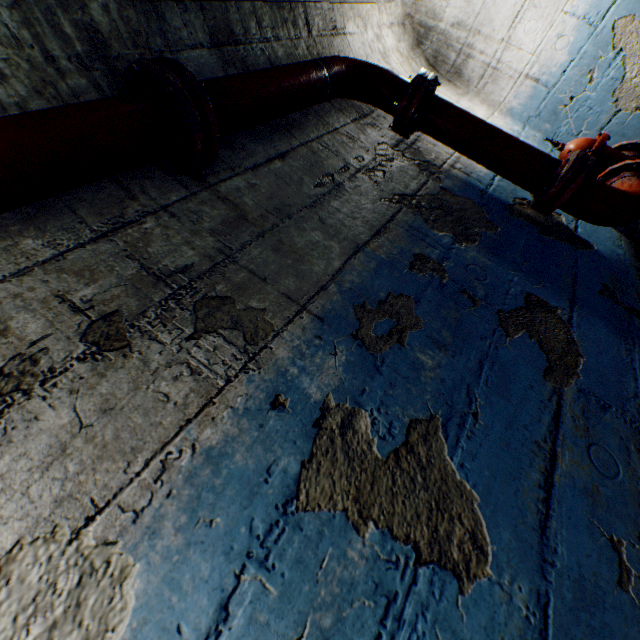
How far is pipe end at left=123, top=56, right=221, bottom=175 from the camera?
1.1 meters

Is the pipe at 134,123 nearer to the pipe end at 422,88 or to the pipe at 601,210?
the pipe end at 422,88

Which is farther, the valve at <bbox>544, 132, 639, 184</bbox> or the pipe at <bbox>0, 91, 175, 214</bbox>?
the valve at <bbox>544, 132, 639, 184</bbox>

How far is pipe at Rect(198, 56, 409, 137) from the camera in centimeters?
137cm

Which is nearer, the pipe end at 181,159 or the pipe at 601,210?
the pipe end at 181,159

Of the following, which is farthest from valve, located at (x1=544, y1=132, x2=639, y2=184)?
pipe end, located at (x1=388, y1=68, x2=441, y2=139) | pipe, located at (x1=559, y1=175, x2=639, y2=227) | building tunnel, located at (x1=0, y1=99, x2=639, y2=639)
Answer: building tunnel, located at (x1=0, y1=99, x2=639, y2=639)

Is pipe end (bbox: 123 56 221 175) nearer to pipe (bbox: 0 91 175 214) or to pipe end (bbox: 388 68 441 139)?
pipe (bbox: 0 91 175 214)

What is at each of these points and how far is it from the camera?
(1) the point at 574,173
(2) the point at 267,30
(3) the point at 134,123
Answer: (1) pipe end, 1.8 meters
(2) building tunnel, 1.9 meters
(3) pipe, 1.1 meters
